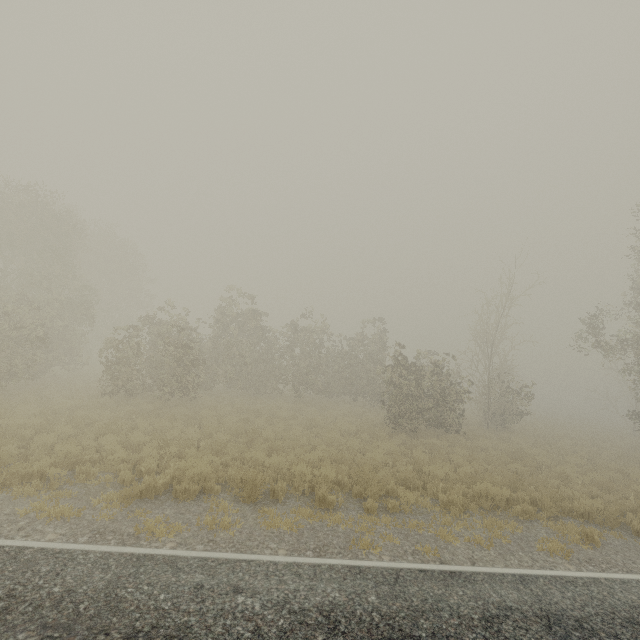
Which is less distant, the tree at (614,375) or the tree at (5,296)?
the tree at (5,296)

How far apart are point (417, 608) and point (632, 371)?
20.6 meters

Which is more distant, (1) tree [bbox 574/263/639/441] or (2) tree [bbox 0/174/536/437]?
(1) tree [bbox 574/263/639/441]
